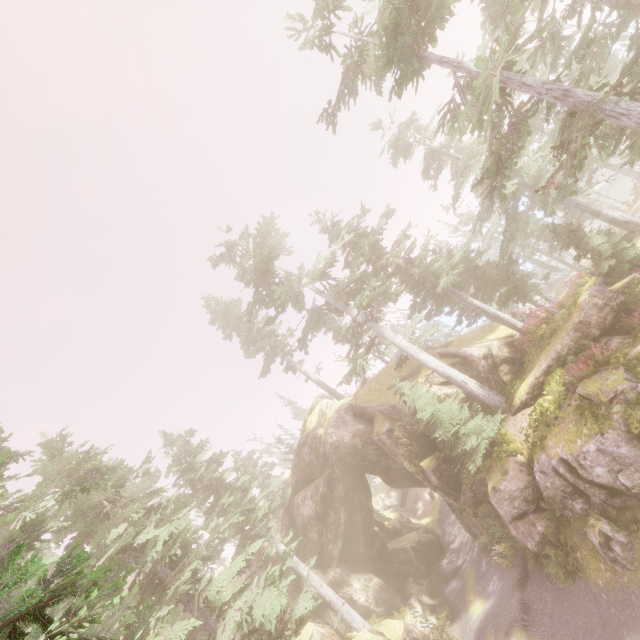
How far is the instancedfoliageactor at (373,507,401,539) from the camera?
33.2m

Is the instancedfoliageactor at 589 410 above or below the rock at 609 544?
above

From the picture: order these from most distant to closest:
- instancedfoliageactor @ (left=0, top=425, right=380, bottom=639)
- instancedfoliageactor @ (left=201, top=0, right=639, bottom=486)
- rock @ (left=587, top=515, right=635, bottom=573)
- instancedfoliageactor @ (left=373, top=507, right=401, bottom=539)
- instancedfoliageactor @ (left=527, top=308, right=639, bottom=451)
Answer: instancedfoliageactor @ (left=373, top=507, right=401, bottom=539) → instancedfoliageactor @ (left=527, top=308, right=639, bottom=451) → rock @ (left=587, top=515, right=635, bottom=573) → instancedfoliageactor @ (left=201, top=0, right=639, bottom=486) → instancedfoliageactor @ (left=0, top=425, right=380, bottom=639)

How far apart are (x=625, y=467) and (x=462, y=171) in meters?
24.2

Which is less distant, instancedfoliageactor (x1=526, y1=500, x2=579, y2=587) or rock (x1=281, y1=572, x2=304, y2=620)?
instancedfoliageactor (x1=526, y1=500, x2=579, y2=587)

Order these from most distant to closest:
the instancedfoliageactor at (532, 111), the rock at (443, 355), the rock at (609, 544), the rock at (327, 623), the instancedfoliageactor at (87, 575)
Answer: the rock at (443, 355)
the rock at (327, 623)
the rock at (609, 544)
the instancedfoliageactor at (532, 111)
the instancedfoliageactor at (87, 575)
